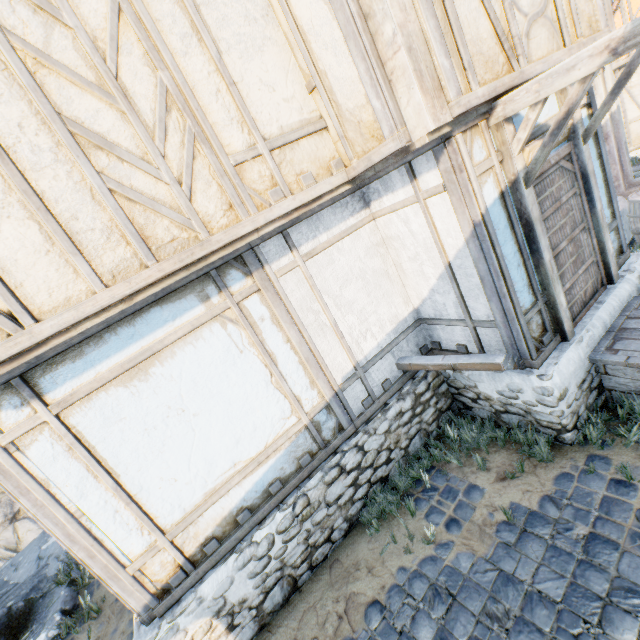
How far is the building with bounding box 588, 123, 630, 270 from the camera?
4.5 meters

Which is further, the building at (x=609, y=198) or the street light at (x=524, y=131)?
the building at (x=609, y=198)

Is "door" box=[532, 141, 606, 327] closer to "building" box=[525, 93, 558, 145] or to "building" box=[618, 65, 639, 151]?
"building" box=[525, 93, 558, 145]

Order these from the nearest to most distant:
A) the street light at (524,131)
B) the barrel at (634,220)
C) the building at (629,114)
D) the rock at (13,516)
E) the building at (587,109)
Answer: the street light at (524,131), the building at (587,109), the rock at (13,516), the barrel at (634,220), the building at (629,114)

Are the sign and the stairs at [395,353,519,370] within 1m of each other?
A: no

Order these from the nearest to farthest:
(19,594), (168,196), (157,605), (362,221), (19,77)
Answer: (19,77), (168,196), (157,605), (362,221), (19,594)

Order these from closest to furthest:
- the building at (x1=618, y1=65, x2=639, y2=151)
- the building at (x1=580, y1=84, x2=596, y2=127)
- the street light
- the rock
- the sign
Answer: the street light → the sign → the building at (x1=580, y1=84, x2=596, y2=127) → the rock → the building at (x1=618, y1=65, x2=639, y2=151)

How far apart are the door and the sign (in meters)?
0.02
